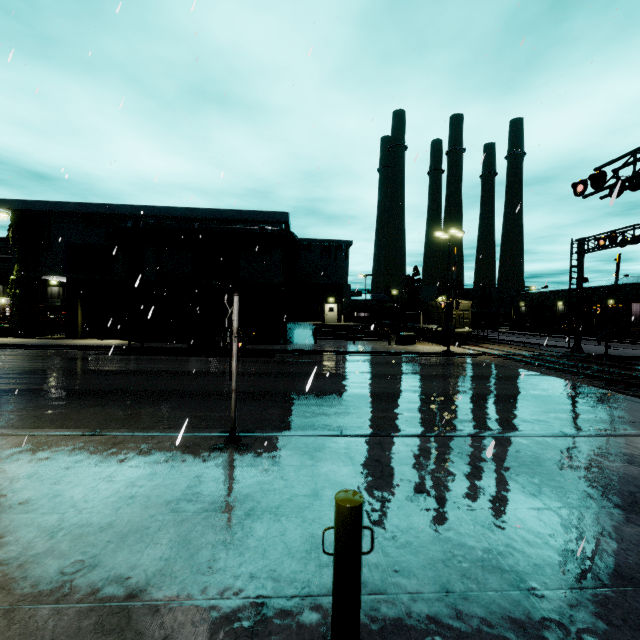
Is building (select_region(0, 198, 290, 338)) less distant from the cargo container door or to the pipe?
the pipe

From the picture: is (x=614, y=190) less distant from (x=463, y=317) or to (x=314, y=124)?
(x=314, y=124)

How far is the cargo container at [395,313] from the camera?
32.1m

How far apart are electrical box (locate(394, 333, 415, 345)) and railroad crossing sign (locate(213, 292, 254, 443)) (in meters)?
21.73

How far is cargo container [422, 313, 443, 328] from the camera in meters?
30.0

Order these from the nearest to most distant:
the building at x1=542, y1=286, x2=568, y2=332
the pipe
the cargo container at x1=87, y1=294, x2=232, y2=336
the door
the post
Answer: the post → the cargo container at x1=87, y1=294, x2=232, y2=336 → the pipe → the door → the building at x1=542, y1=286, x2=568, y2=332

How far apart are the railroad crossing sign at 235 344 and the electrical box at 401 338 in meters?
21.7 m

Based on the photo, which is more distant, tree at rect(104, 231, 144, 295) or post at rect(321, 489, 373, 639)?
tree at rect(104, 231, 144, 295)
